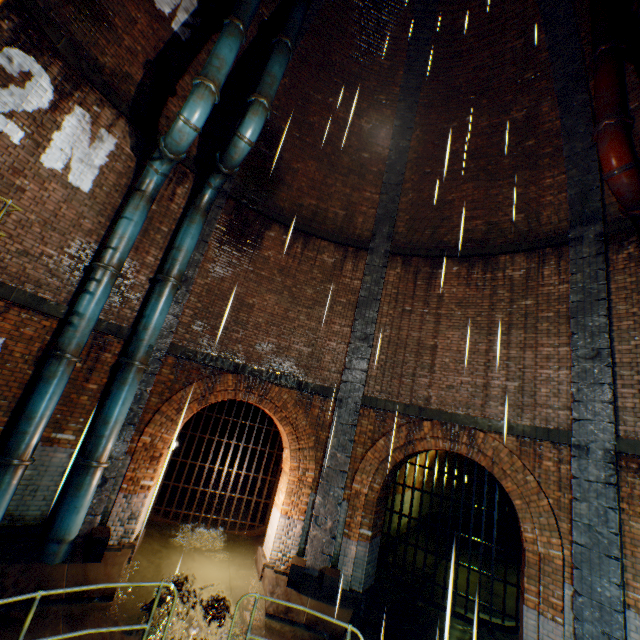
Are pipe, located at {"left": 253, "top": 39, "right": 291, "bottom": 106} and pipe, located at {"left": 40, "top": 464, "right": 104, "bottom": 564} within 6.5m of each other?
no

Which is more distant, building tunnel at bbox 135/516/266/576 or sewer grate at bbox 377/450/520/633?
sewer grate at bbox 377/450/520/633

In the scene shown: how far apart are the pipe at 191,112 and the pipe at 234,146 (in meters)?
0.60

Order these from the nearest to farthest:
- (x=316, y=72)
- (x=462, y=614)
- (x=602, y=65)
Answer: (x=602, y=65)
(x=462, y=614)
(x=316, y=72)

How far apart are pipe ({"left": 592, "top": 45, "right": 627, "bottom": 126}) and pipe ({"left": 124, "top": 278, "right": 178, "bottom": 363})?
9.5m

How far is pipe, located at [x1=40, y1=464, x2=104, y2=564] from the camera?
6.1 meters

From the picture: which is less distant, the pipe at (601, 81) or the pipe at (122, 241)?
the pipe at (601, 81)

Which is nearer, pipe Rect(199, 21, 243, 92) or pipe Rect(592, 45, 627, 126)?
pipe Rect(592, 45, 627, 126)
